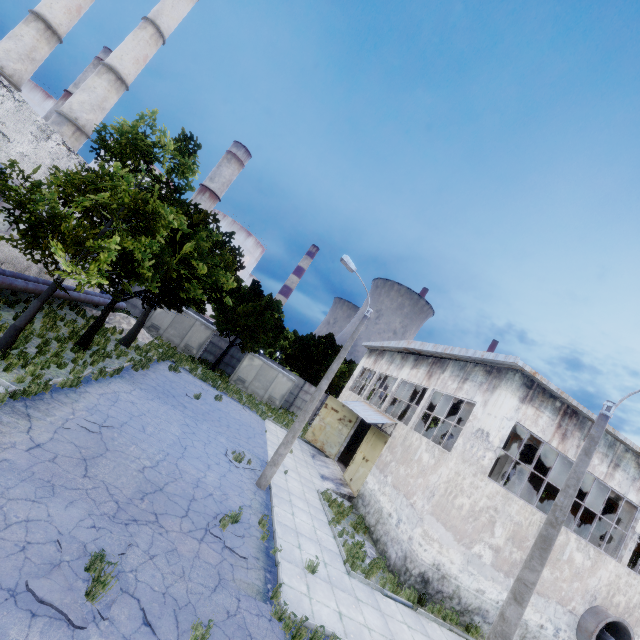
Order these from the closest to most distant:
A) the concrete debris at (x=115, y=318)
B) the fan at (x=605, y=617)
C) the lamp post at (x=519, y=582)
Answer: the lamp post at (x=519, y=582), the fan at (x=605, y=617), the concrete debris at (x=115, y=318)

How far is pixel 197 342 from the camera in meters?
29.3

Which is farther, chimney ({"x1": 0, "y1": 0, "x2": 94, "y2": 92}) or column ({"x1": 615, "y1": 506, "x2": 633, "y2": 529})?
chimney ({"x1": 0, "y1": 0, "x2": 94, "y2": 92})

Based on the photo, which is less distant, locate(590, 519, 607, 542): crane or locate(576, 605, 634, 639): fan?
locate(576, 605, 634, 639): fan

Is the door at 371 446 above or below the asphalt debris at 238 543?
above

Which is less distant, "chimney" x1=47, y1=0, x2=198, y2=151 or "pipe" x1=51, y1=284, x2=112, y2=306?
"pipe" x1=51, y1=284, x2=112, y2=306

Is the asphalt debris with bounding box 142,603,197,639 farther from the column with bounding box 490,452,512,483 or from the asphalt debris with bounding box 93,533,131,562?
the column with bounding box 490,452,512,483

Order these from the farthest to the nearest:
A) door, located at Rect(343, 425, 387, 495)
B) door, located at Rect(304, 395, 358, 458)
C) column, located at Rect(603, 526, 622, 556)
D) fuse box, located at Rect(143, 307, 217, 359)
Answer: fuse box, located at Rect(143, 307, 217, 359) → door, located at Rect(304, 395, 358, 458) → door, located at Rect(343, 425, 387, 495) → column, located at Rect(603, 526, 622, 556)
